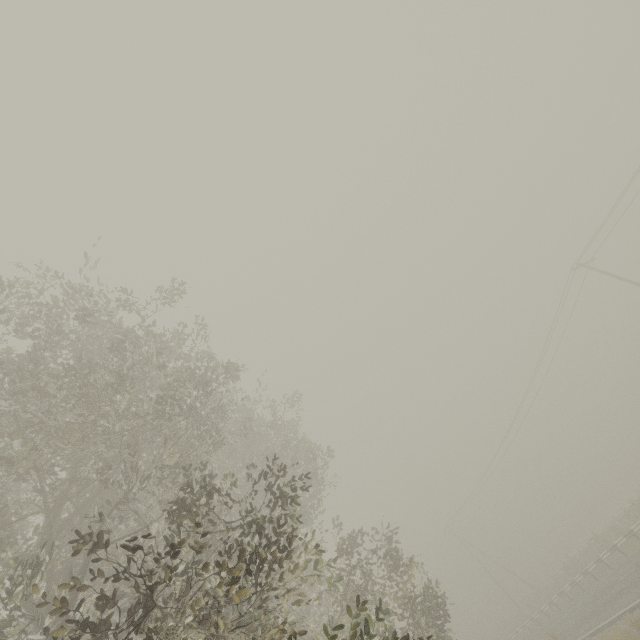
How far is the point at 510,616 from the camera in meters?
55.7
